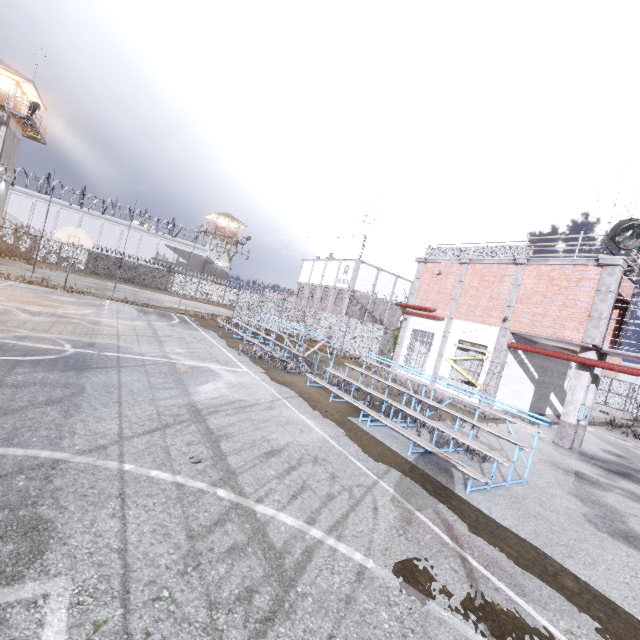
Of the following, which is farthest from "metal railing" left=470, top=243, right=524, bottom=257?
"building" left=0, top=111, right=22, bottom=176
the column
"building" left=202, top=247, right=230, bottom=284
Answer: "building" left=202, top=247, right=230, bottom=284

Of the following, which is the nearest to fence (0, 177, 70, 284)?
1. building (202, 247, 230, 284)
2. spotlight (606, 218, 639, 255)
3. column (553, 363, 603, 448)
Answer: column (553, 363, 603, 448)

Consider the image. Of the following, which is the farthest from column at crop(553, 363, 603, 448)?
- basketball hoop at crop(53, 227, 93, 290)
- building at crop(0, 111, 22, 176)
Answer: building at crop(0, 111, 22, 176)

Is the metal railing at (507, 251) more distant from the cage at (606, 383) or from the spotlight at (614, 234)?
the spotlight at (614, 234)

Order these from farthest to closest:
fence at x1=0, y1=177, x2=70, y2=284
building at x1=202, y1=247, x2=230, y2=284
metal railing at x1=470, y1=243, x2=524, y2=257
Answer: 1. building at x1=202, y1=247, x2=230, y2=284
2. fence at x1=0, y1=177, x2=70, y2=284
3. metal railing at x1=470, y1=243, x2=524, y2=257

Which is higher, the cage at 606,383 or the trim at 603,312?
the trim at 603,312

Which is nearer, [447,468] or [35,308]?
[447,468]

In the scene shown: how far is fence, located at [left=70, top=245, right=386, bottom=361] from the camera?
24.0 meters
